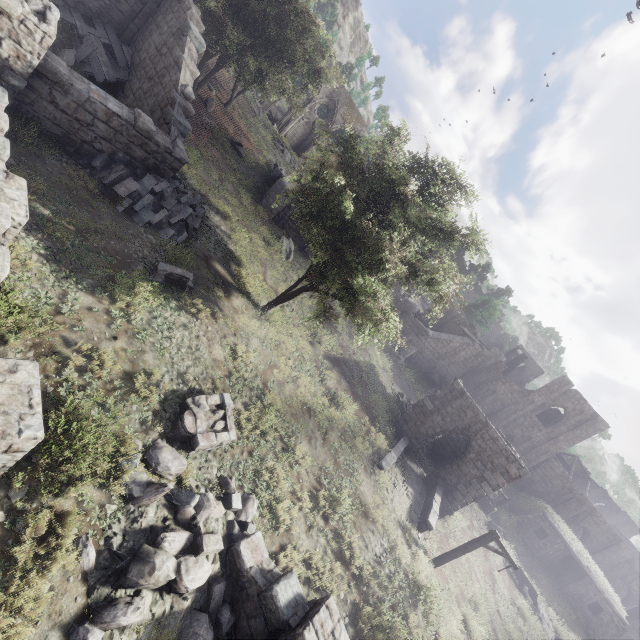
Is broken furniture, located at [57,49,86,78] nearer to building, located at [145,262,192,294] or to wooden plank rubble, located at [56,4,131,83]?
wooden plank rubble, located at [56,4,131,83]

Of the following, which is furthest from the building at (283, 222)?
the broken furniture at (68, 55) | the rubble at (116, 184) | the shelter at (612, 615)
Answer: the shelter at (612, 615)

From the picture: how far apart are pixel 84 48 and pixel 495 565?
36.45m

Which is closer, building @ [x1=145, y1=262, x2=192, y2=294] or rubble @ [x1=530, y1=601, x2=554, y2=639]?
building @ [x1=145, y1=262, x2=192, y2=294]

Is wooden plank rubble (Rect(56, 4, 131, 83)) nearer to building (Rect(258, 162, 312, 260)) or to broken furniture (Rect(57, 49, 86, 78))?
broken furniture (Rect(57, 49, 86, 78))

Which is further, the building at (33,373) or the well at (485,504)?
the well at (485,504)

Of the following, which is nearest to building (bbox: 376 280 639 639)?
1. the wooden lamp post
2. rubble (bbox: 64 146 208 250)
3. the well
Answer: the wooden lamp post

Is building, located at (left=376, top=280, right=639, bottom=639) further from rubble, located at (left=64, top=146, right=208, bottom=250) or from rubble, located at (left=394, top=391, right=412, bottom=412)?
rubble, located at (left=64, top=146, right=208, bottom=250)
